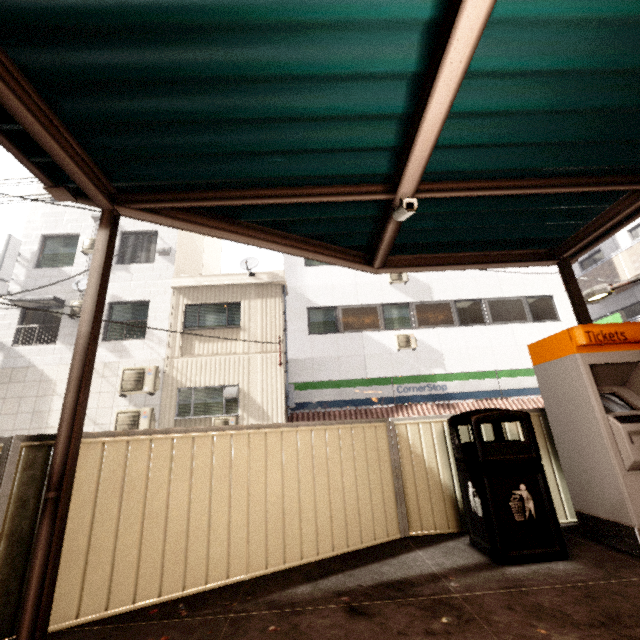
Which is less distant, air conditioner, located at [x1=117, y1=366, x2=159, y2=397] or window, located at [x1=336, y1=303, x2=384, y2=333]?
air conditioner, located at [x1=117, y1=366, x2=159, y2=397]

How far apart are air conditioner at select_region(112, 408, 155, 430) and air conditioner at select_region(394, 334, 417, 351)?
8.57m

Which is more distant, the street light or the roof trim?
the roof trim

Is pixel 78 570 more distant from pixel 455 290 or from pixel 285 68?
pixel 455 290

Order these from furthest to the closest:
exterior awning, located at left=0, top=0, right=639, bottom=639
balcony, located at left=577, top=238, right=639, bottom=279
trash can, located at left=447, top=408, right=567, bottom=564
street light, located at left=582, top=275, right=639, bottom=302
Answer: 1. balcony, located at left=577, top=238, right=639, bottom=279
2. street light, located at left=582, top=275, right=639, bottom=302
3. trash can, located at left=447, top=408, right=567, bottom=564
4. exterior awning, located at left=0, top=0, right=639, bottom=639

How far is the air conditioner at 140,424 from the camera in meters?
9.9 m

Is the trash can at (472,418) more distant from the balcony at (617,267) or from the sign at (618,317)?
the balcony at (617,267)

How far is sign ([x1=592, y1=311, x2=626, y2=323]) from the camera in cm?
1107
